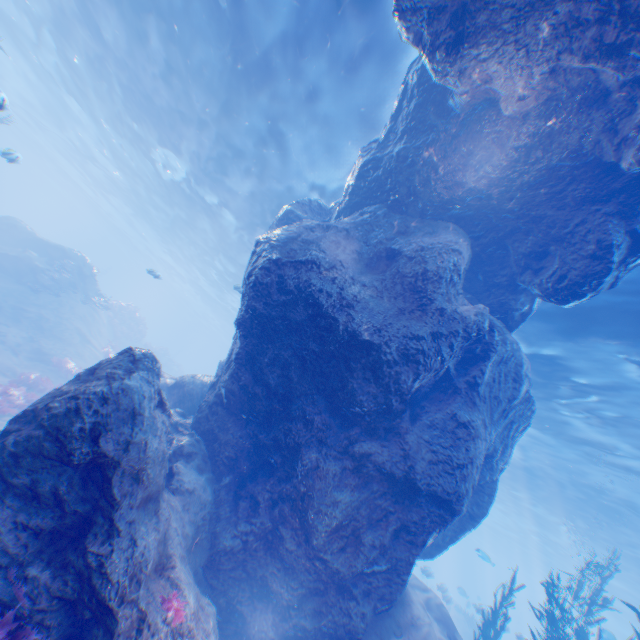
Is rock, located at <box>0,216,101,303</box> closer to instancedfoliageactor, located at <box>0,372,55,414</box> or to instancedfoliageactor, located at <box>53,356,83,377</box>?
instancedfoliageactor, located at <box>0,372,55,414</box>

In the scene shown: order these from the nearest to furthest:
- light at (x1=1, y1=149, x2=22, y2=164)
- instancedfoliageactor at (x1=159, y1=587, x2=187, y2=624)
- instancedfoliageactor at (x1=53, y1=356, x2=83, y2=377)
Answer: instancedfoliageactor at (x1=159, y1=587, x2=187, y2=624) → light at (x1=1, y1=149, x2=22, y2=164) → instancedfoliageactor at (x1=53, y1=356, x2=83, y2=377)

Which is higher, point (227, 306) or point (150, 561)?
point (227, 306)

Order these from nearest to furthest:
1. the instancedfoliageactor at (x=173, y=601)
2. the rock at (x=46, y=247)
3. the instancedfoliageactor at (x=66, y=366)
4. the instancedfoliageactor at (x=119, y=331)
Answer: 1. the instancedfoliageactor at (x=173, y=601)
2. the instancedfoliageactor at (x=66, y=366)
3. the rock at (x=46, y=247)
4. the instancedfoliageactor at (x=119, y=331)

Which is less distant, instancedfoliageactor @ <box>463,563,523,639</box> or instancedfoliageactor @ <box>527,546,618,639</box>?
instancedfoliageactor @ <box>527,546,618,639</box>

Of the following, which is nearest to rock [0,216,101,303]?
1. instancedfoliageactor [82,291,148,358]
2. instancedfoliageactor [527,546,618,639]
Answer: instancedfoliageactor [527,546,618,639]

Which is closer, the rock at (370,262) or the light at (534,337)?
the rock at (370,262)

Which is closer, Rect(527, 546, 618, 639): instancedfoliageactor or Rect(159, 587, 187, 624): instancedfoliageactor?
Rect(159, 587, 187, 624): instancedfoliageactor
